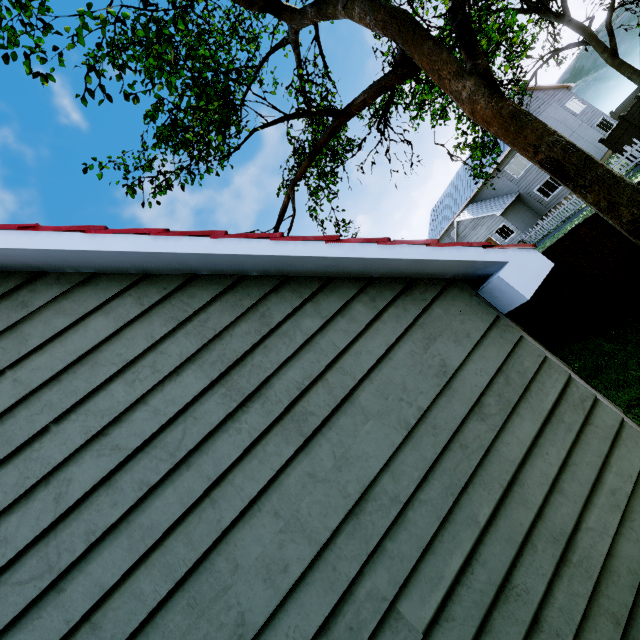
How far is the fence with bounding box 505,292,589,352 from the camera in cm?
790

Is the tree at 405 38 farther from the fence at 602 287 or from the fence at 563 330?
the fence at 563 330

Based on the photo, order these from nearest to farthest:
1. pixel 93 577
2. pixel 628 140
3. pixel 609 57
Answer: pixel 93 577, pixel 609 57, pixel 628 140

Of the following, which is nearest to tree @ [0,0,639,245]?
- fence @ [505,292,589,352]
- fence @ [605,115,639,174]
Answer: fence @ [605,115,639,174]

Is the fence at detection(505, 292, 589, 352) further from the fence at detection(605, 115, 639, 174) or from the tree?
the tree

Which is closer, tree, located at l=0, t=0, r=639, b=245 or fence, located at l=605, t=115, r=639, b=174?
tree, located at l=0, t=0, r=639, b=245
